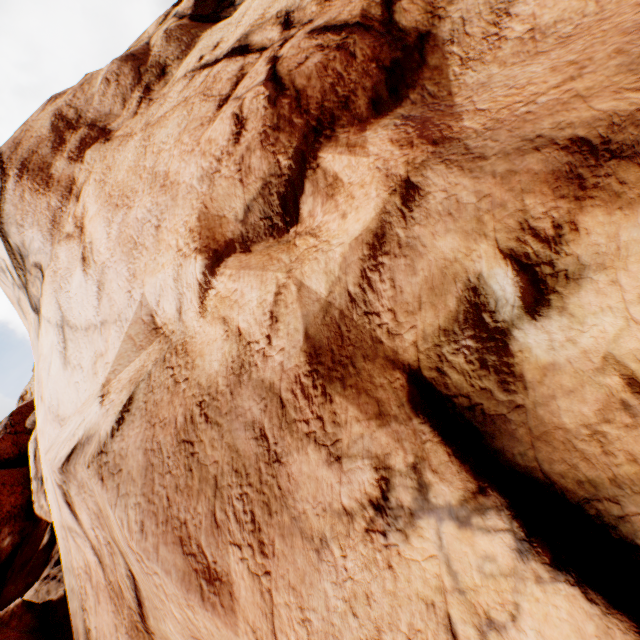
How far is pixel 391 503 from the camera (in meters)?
2.01
